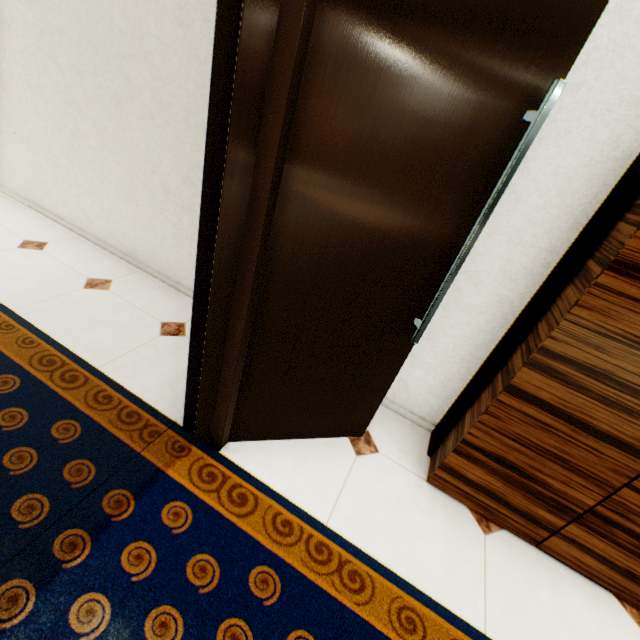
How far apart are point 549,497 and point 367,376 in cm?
102
